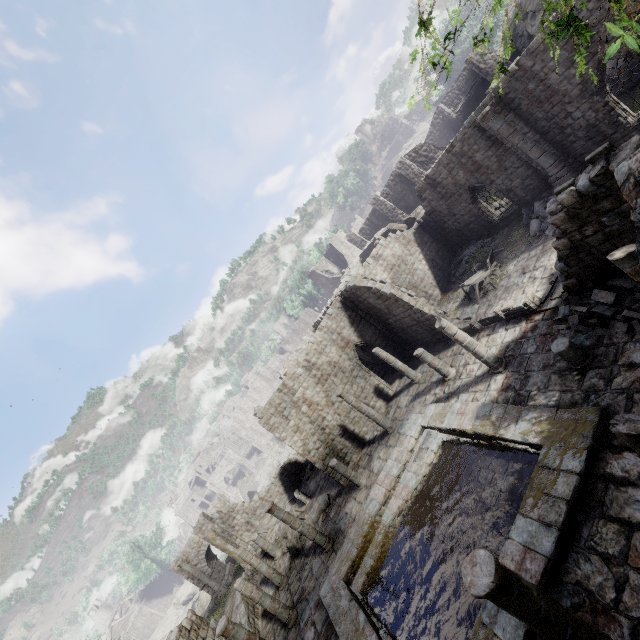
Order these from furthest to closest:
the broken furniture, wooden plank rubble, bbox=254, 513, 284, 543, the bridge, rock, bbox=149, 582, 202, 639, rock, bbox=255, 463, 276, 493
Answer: rock, bbox=255, 463, 276, 493 → rock, bbox=149, 582, 202, 639 → the bridge → wooden plank rubble, bbox=254, 513, 284, 543 → the broken furniture

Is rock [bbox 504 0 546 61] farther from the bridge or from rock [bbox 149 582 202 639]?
rock [bbox 149 582 202 639]

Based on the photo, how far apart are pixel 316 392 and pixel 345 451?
4.2 meters

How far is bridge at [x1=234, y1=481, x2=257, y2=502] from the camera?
48.04m

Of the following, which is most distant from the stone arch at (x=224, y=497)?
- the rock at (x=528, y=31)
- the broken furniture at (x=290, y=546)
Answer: the rock at (x=528, y=31)

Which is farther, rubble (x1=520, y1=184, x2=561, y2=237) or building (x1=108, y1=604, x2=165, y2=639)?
building (x1=108, y1=604, x2=165, y2=639)

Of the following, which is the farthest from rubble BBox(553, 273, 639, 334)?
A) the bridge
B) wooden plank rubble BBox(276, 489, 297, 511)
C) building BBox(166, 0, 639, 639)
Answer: the bridge

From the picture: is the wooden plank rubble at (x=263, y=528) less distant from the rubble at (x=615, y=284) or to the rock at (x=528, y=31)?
the rubble at (x=615, y=284)
